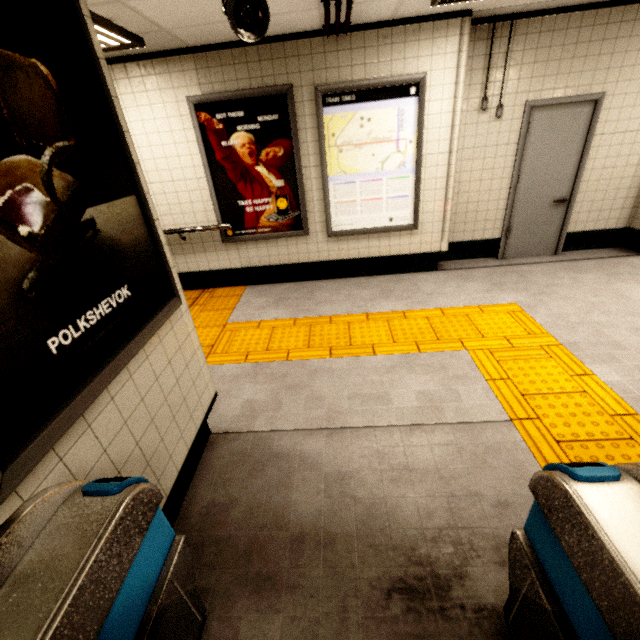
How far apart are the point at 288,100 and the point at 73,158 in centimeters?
332cm

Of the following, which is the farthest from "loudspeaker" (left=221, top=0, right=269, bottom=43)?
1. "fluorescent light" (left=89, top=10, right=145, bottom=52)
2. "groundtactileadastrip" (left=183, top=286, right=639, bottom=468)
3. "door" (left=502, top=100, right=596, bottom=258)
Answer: "door" (left=502, top=100, right=596, bottom=258)

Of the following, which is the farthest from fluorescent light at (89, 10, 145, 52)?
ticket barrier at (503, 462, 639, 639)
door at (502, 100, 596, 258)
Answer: door at (502, 100, 596, 258)

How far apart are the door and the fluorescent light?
4.57m

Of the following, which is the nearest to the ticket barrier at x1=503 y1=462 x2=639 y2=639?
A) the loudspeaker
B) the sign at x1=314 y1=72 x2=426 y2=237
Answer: the loudspeaker

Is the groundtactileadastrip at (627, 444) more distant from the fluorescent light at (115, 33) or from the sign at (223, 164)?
the fluorescent light at (115, 33)

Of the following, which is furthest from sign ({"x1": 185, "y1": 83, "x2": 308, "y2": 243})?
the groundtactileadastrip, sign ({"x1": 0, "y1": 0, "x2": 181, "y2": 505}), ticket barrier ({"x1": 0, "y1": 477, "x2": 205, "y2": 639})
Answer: ticket barrier ({"x1": 0, "y1": 477, "x2": 205, "y2": 639})

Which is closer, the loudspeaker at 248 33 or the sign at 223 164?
the loudspeaker at 248 33
